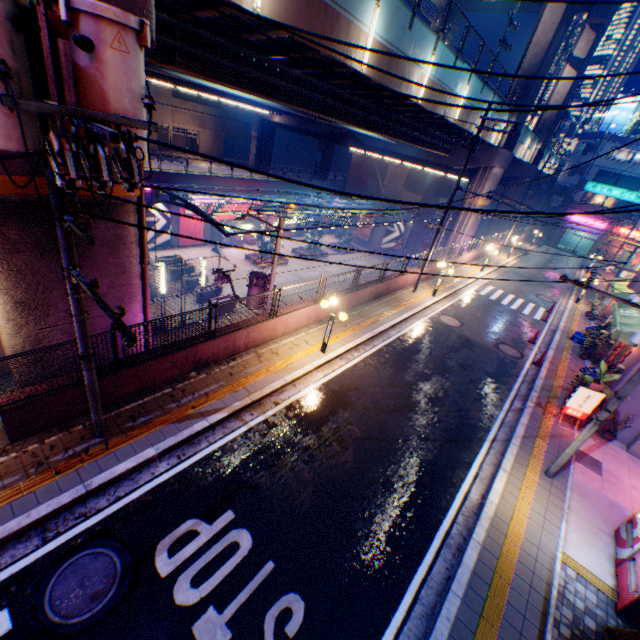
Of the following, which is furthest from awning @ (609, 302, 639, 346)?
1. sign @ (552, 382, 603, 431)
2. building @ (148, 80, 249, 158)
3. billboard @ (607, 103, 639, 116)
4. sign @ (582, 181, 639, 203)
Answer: building @ (148, 80, 249, 158)

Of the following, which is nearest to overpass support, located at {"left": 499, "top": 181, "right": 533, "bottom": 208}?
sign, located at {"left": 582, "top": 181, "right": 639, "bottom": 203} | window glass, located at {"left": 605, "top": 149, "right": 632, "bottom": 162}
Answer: sign, located at {"left": 582, "top": 181, "right": 639, "bottom": 203}

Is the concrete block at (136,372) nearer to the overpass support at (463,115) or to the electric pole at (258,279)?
the overpass support at (463,115)

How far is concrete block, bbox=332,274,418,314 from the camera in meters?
14.9

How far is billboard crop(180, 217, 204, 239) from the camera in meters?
31.6 m

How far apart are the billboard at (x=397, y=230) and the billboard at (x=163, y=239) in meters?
27.3

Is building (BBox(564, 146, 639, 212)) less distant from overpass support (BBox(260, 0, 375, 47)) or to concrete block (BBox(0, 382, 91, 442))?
concrete block (BBox(0, 382, 91, 442))

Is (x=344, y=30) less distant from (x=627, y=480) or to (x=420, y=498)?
(x=420, y=498)
